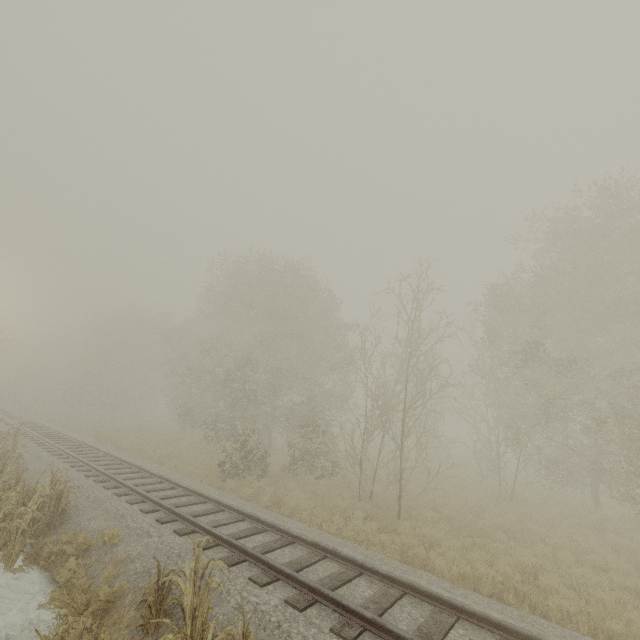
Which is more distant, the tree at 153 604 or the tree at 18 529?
the tree at 18 529

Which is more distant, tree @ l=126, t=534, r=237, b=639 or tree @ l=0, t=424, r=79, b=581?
tree @ l=0, t=424, r=79, b=581

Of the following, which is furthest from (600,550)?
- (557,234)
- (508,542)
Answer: (557,234)
